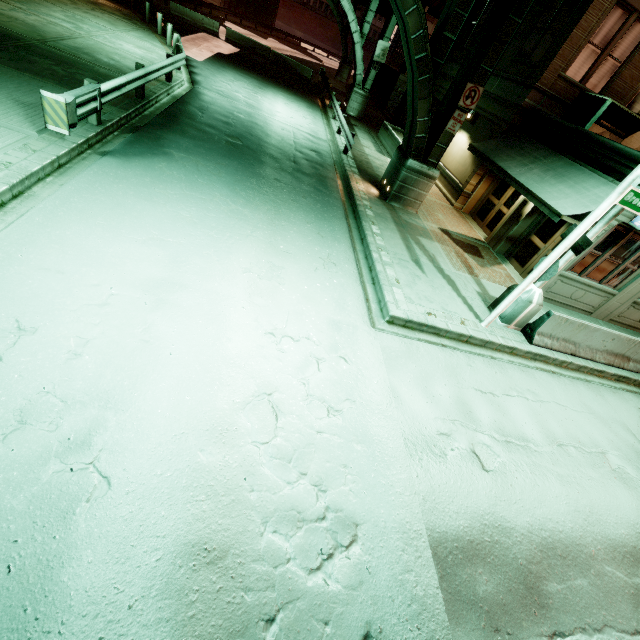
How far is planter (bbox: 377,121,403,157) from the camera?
19.1 meters

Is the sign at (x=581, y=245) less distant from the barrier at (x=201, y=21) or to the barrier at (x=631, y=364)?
the barrier at (x=631, y=364)

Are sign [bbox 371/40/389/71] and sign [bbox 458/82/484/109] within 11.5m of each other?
no

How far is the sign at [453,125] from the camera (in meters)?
11.22

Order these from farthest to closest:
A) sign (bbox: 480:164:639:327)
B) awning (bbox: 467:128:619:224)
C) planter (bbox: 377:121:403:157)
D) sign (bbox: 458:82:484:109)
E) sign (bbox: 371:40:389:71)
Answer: sign (bbox: 371:40:389:71) → planter (bbox: 377:121:403:157) → sign (bbox: 458:82:484:109) → awning (bbox: 467:128:619:224) → sign (bbox: 480:164:639:327)

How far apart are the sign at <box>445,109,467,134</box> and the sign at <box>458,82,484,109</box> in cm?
14

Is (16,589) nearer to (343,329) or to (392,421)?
(392,421)

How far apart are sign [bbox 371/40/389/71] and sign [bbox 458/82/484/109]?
15.9 meters
